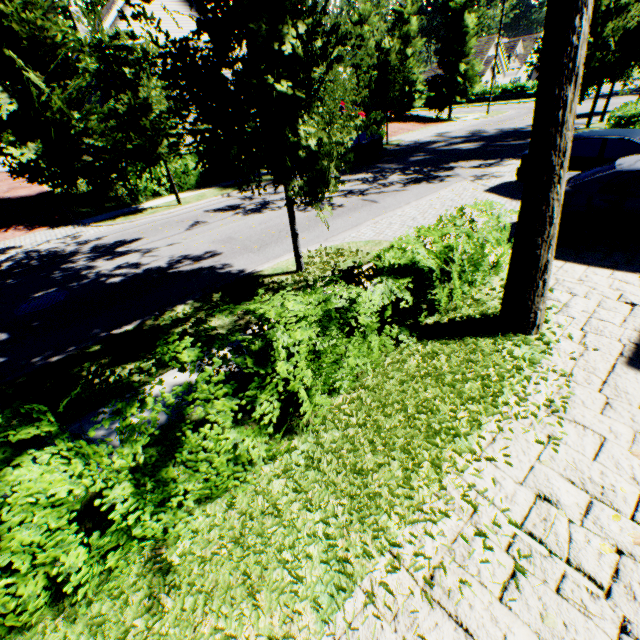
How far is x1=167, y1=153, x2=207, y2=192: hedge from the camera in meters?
16.6 m

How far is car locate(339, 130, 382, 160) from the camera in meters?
18.1 m

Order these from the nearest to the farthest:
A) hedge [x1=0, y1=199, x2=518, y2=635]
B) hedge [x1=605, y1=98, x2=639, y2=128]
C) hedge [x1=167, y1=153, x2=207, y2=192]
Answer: hedge [x1=0, y1=199, x2=518, y2=635] < hedge [x1=605, y1=98, x2=639, y2=128] < hedge [x1=167, y1=153, x2=207, y2=192]

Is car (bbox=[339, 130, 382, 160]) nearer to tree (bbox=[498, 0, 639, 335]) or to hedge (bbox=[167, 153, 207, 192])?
tree (bbox=[498, 0, 639, 335])

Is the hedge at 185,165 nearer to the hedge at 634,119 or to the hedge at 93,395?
the hedge at 93,395

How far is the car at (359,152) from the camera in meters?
18.1

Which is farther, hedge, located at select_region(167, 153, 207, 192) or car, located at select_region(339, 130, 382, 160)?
car, located at select_region(339, 130, 382, 160)

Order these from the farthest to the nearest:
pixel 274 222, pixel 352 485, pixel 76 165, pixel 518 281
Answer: pixel 76 165 → pixel 274 222 → pixel 518 281 → pixel 352 485
